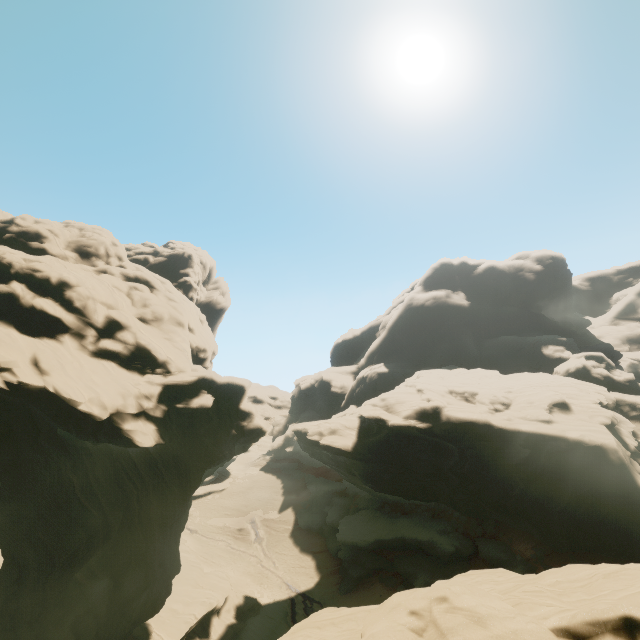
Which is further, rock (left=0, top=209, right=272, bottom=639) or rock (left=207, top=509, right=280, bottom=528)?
rock (left=207, top=509, right=280, bottom=528)

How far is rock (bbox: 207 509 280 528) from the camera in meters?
46.6

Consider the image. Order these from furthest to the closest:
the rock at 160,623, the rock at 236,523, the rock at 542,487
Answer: the rock at 236,523 → the rock at 160,623 → the rock at 542,487

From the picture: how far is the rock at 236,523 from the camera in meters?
46.6

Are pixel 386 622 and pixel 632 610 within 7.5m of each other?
yes

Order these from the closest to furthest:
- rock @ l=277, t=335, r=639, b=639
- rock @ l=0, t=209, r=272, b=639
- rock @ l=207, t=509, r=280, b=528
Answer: rock @ l=277, t=335, r=639, b=639 → rock @ l=0, t=209, r=272, b=639 → rock @ l=207, t=509, r=280, b=528
